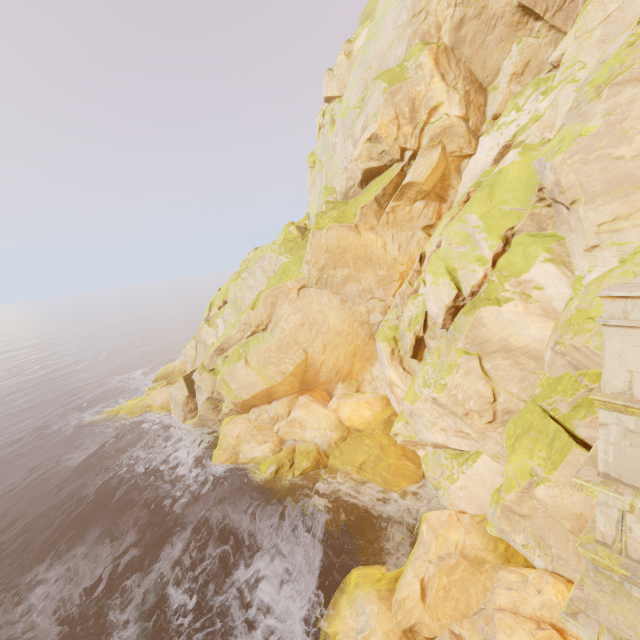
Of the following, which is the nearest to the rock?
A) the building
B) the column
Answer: the building

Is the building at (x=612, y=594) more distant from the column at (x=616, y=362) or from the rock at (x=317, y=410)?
the rock at (x=317, y=410)

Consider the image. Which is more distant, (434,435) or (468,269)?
(434,435)

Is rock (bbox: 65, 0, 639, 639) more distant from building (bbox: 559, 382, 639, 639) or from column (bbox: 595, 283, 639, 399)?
column (bbox: 595, 283, 639, 399)

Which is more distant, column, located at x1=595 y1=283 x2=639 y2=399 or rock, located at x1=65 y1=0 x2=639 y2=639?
rock, located at x1=65 y1=0 x2=639 y2=639

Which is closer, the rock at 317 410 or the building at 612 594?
the building at 612 594
